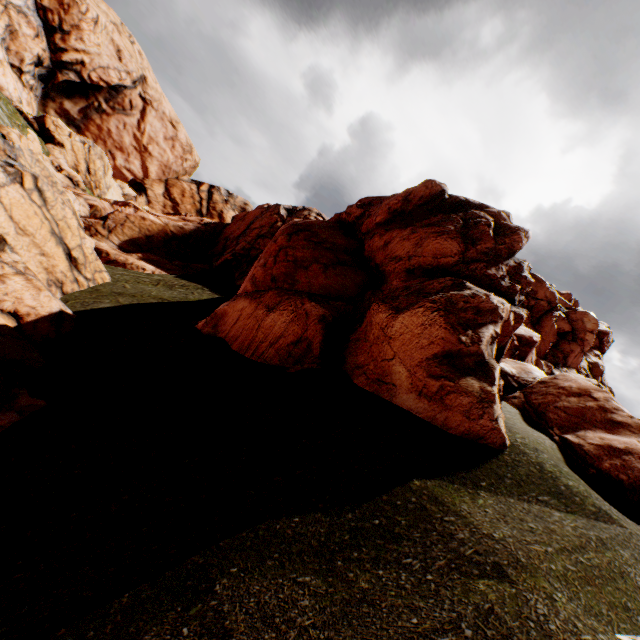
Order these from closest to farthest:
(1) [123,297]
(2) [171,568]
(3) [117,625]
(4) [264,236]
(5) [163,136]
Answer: A:
1. (3) [117,625]
2. (2) [171,568]
3. (1) [123,297]
4. (4) [264,236]
5. (5) [163,136]
